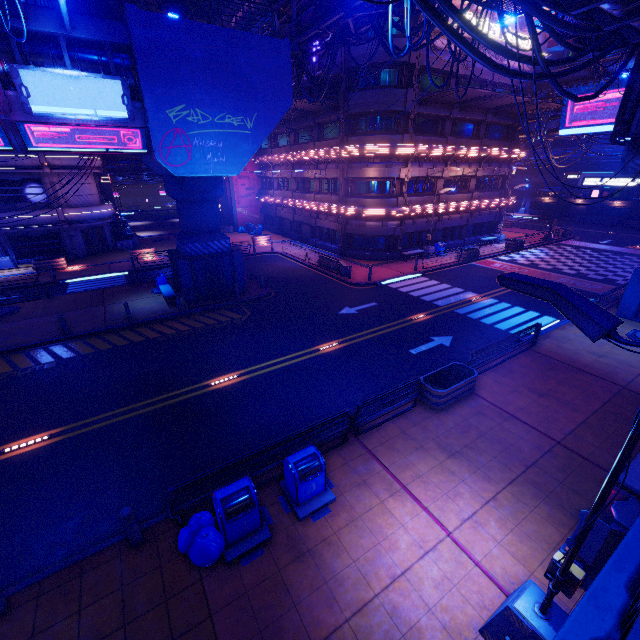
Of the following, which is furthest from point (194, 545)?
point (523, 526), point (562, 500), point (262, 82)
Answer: point (262, 82)

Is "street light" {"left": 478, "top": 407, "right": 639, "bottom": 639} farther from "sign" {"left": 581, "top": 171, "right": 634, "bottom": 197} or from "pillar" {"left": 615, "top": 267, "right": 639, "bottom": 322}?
"sign" {"left": 581, "top": 171, "right": 634, "bottom": 197}

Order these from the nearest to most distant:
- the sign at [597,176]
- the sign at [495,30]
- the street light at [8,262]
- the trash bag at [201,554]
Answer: the trash bag at [201,554], the sign at [597,176], the sign at [495,30], the street light at [8,262]

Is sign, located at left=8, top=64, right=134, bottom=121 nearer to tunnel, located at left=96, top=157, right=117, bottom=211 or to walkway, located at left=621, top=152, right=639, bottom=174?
walkway, located at left=621, top=152, right=639, bottom=174

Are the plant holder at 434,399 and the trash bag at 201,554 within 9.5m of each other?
yes

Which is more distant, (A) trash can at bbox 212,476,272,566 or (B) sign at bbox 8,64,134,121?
(B) sign at bbox 8,64,134,121

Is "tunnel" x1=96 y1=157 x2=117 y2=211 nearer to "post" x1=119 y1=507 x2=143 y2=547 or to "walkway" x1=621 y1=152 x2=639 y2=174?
"walkway" x1=621 y1=152 x2=639 y2=174

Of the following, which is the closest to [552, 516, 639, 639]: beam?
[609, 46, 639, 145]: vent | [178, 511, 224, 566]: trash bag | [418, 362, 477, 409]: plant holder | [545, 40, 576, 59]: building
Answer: [418, 362, 477, 409]: plant holder
